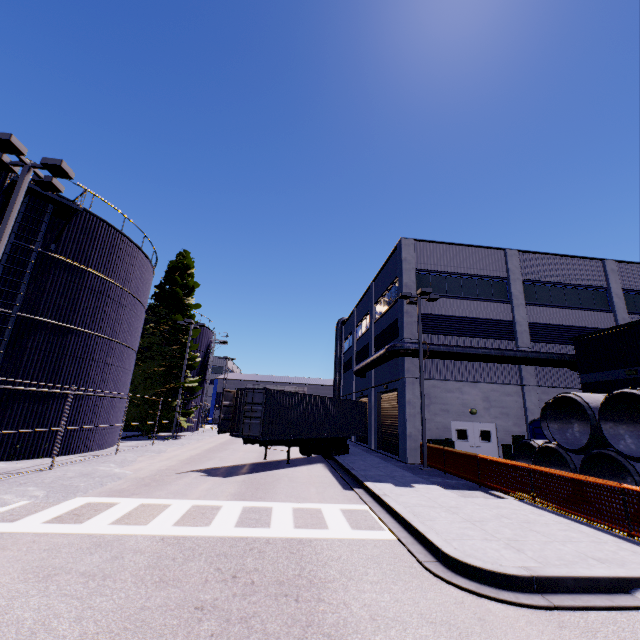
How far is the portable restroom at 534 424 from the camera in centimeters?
1656cm

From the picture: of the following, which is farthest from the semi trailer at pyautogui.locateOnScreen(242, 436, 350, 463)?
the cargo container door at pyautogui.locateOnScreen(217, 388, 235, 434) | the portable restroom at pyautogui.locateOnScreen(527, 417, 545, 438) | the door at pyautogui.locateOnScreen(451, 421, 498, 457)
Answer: the portable restroom at pyautogui.locateOnScreen(527, 417, 545, 438)

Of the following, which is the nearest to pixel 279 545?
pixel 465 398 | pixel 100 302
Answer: pixel 100 302

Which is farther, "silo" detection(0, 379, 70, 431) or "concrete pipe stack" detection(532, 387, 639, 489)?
"silo" detection(0, 379, 70, 431)

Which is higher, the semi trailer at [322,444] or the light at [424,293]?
the light at [424,293]

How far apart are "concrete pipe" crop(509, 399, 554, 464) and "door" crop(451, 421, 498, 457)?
4.9m

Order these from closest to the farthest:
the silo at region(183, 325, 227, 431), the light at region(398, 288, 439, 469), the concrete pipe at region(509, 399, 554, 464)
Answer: the concrete pipe at region(509, 399, 554, 464), the light at region(398, 288, 439, 469), the silo at region(183, 325, 227, 431)

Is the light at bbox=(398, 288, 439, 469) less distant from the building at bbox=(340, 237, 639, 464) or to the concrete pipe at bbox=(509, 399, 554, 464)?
the building at bbox=(340, 237, 639, 464)
